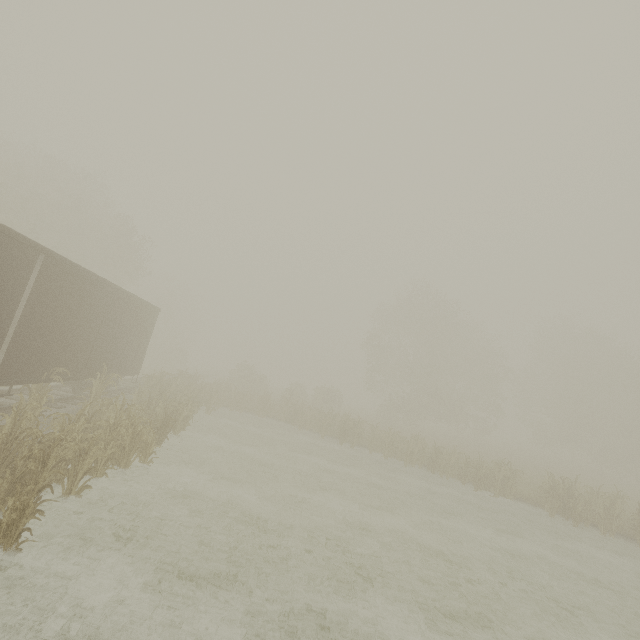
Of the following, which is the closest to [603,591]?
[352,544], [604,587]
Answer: [604,587]
